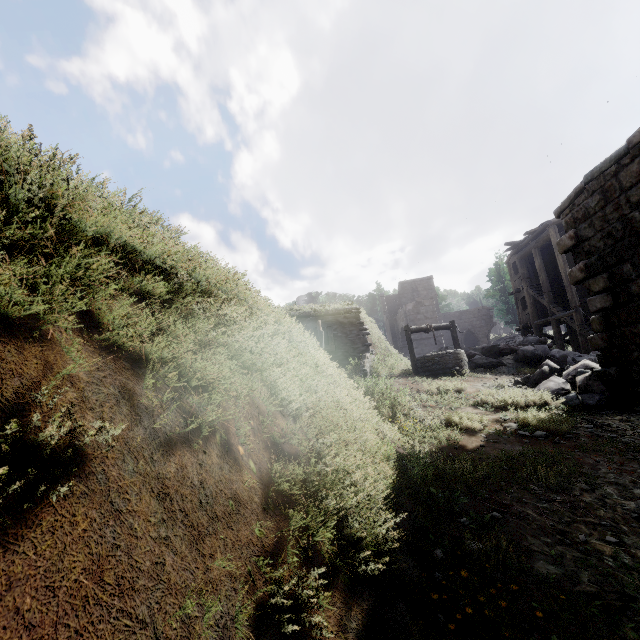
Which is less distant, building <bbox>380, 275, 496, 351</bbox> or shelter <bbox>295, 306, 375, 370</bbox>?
shelter <bbox>295, 306, 375, 370</bbox>

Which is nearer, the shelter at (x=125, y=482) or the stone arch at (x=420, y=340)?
the shelter at (x=125, y=482)

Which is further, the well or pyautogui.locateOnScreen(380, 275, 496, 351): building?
pyautogui.locateOnScreen(380, 275, 496, 351): building

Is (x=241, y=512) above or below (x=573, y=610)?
above

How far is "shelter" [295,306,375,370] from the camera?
14.27m

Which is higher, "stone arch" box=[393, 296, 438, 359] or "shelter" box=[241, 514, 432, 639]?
"stone arch" box=[393, 296, 438, 359]

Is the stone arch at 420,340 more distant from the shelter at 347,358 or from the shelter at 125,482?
the shelter at 125,482

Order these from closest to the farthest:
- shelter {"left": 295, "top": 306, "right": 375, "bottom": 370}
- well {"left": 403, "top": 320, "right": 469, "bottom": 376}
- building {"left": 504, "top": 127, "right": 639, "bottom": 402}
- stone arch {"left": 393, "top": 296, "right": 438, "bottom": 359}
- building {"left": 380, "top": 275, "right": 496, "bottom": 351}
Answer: building {"left": 504, "top": 127, "right": 639, "bottom": 402} → well {"left": 403, "top": 320, "right": 469, "bottom": 376} → shelter {"left": 295, "top": 306, "right": 375, "bottom": 370} → stone arch {"left": 393, "top": 296, "right": 438, "bottom": 359} → building {"left": 380, "top": 275, "right": 496, "bottom": 351}
